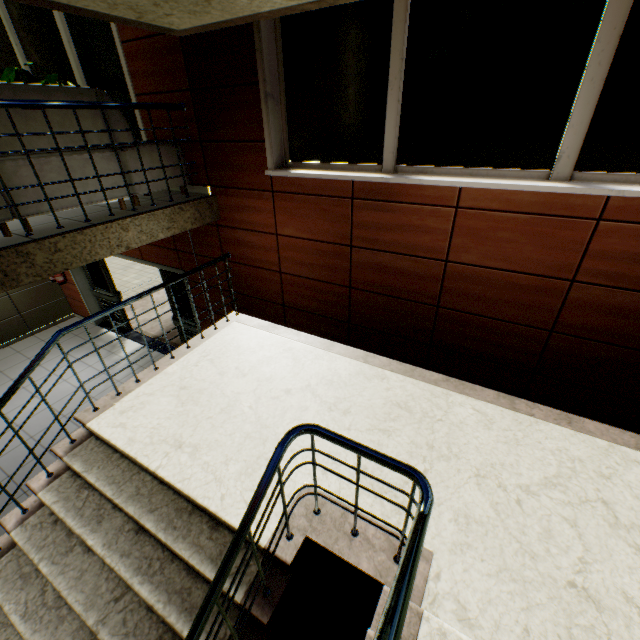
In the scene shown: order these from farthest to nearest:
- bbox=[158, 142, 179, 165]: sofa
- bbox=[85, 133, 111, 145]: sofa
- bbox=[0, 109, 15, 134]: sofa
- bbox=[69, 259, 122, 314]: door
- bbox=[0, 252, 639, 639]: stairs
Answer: bbox=[69, 259, 122, 314]: door, bbox=[158, 142, 179, 165]: sofa, bbox=[85, 133, 111, 145]: sofa, bbox=[0, 109, 15, 134]: sofa, bbox=[0, 252, 639, 639]: stairs

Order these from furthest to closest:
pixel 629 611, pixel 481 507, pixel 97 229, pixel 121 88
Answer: pixel 121 88, pixel 97 229, pixel 481 507, pixel 629 611

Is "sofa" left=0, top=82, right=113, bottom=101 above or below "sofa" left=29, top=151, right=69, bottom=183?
above

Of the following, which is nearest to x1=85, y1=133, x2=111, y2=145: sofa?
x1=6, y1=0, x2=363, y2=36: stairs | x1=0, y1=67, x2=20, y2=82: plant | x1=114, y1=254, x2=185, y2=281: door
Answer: x1=6, y1=0, x2=363, y2=36: stairs

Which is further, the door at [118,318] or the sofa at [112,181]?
the door at [118,318]

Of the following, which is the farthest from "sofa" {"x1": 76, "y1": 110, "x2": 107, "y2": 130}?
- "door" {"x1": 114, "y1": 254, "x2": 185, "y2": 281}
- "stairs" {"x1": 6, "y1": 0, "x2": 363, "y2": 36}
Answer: "door" {"x1": 114, "y1": 254, "x2": 185, "y2": 281}

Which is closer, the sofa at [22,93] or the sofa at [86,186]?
the sofa at [22,93]

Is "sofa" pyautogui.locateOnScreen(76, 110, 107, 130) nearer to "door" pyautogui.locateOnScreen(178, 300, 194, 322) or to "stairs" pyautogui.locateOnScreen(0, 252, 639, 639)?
"stairs" pyautogui.locateOnScreen(0, 252, 639, 639)
